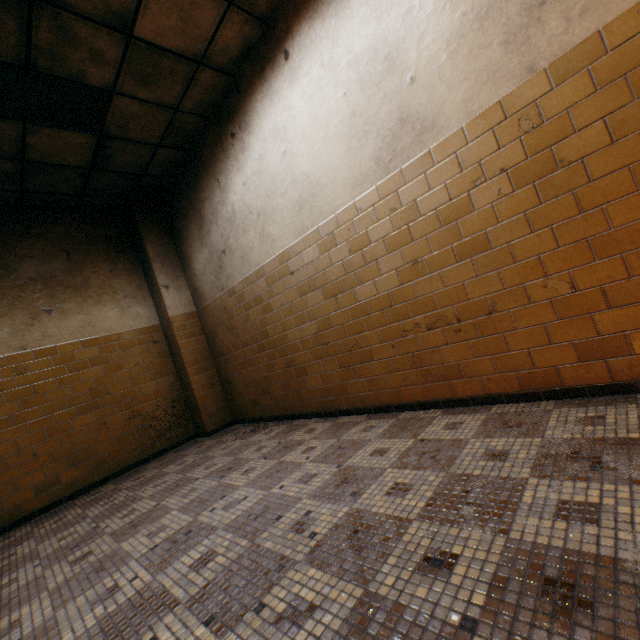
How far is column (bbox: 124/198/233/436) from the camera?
5.1m

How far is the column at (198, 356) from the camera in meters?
5.1

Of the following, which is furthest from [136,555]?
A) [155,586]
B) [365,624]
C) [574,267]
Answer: [574,267]
